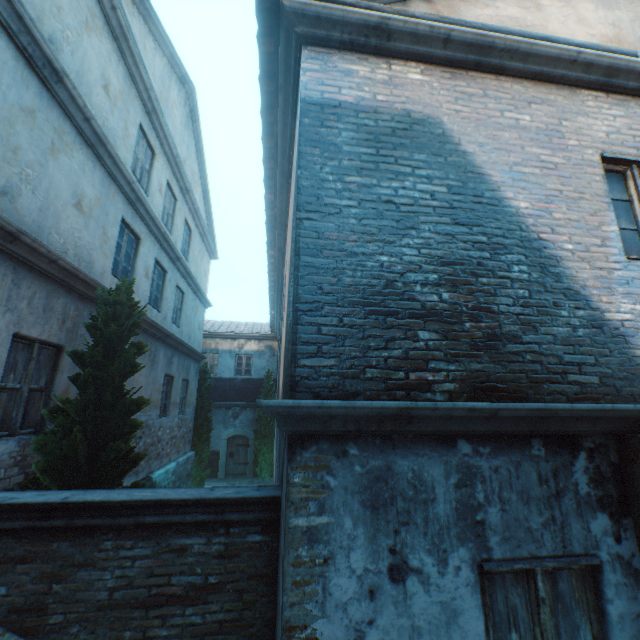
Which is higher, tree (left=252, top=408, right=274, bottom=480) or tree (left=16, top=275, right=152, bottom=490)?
tree (left=16, top=275, right=152, bottom=490)

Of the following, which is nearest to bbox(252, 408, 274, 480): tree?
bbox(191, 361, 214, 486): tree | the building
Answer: bbox(191, 361, 214, 486): tree

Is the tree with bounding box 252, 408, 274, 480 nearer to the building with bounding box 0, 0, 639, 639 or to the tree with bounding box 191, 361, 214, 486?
the tree with bounding box 191, 361, 214, 486

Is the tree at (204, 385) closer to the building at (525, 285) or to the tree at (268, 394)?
the tree at (268, 394)

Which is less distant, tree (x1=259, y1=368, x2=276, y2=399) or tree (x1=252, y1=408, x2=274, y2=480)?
tree (x1=252, y1=408, x2=274, y2=480)

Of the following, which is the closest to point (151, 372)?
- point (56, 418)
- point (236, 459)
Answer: point (56, 418)

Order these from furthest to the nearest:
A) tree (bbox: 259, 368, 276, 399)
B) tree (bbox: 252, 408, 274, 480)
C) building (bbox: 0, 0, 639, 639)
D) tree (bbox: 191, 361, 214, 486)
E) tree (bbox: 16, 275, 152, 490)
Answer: tree (bbox: 259, 368, 276, 399) → tree (bbox: 252, 408, 274, 480) → tree (bbox: 191, 361, 214, 486) → tree (bbox: 16, 275, 152, 490) → building (bbox: 0, 0, 639, 639)
